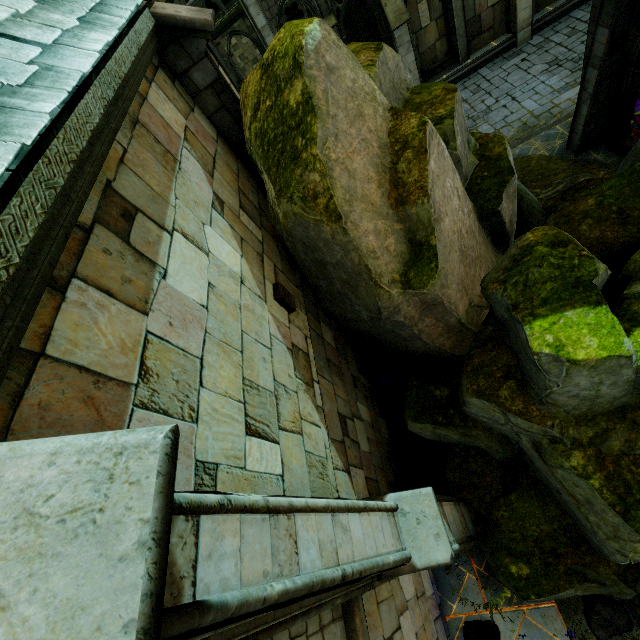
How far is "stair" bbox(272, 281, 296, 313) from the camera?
5.25m

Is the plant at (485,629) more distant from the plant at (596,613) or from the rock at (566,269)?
the plant at (596,613)

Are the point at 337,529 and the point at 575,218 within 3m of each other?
no

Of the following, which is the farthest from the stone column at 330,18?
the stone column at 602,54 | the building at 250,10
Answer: the stone column at 602,54

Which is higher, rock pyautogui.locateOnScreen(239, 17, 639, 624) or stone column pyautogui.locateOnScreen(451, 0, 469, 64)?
rock pyautogui.locateOnScreen(239, 17, 639, 624)

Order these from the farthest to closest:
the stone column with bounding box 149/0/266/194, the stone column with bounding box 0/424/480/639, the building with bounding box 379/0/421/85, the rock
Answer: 1. the building with bounding box 379/0/421/85
2. the stone column with bounding box 149/0/266/194
3. the rock
4. the stone column with bounding box 0/424/480/639

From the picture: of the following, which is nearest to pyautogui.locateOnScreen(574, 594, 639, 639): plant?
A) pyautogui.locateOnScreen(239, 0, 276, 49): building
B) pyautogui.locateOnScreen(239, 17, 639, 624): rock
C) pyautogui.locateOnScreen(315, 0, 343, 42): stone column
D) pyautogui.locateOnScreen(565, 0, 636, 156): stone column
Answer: pyautogui.locateOnScreen(239, 17, 639, 624): rock

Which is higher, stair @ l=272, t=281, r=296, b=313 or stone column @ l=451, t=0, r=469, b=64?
stair @ l=272, t=281, r=296, b=313
